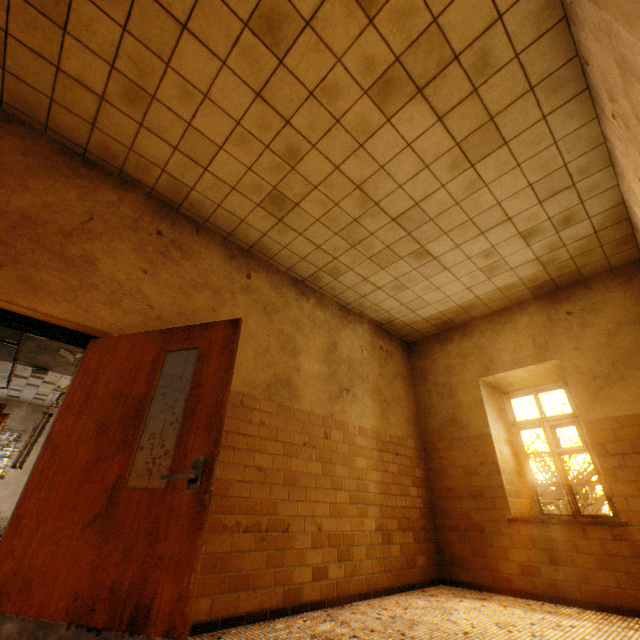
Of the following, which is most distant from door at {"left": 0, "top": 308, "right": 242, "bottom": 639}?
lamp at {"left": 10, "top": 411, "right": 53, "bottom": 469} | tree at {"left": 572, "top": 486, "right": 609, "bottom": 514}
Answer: tree at {"left": 572, "top": 486, "right": 609, "bottom": 514}

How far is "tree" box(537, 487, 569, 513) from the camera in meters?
9.8

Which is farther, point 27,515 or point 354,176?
point 354,176

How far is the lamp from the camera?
8.7 meters

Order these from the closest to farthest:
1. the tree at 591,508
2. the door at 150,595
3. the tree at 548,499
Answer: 1. the door at 150,595
2. the tree at 591,508
3. the tree at 548,499

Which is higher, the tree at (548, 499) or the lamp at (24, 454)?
the lamp at (24, 454)

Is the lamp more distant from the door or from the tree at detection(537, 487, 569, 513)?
the tree at detection(537, 487, 569, 513)
